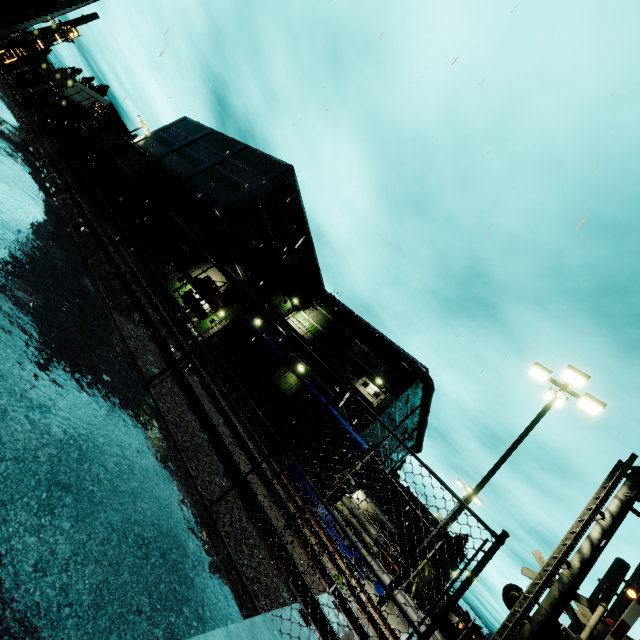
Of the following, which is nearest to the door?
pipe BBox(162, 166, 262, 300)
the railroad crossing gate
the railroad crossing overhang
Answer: pipe BBox(162, 166, 262, 300)

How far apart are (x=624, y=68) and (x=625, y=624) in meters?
16.8

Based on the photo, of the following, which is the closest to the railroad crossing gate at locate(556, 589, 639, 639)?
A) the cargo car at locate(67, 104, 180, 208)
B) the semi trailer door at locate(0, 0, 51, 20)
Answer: the semi trailer door at locate(0, 0, 51, 20)

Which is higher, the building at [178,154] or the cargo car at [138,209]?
the building at [178,154]

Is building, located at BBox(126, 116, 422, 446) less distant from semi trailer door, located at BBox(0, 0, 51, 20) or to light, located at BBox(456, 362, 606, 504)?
light, located at BBox(456, 362, 606, 504)

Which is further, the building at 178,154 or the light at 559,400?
the building at 178,154

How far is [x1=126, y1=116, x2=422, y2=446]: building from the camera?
28.2 meters

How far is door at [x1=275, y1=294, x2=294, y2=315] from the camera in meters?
36.6 m
